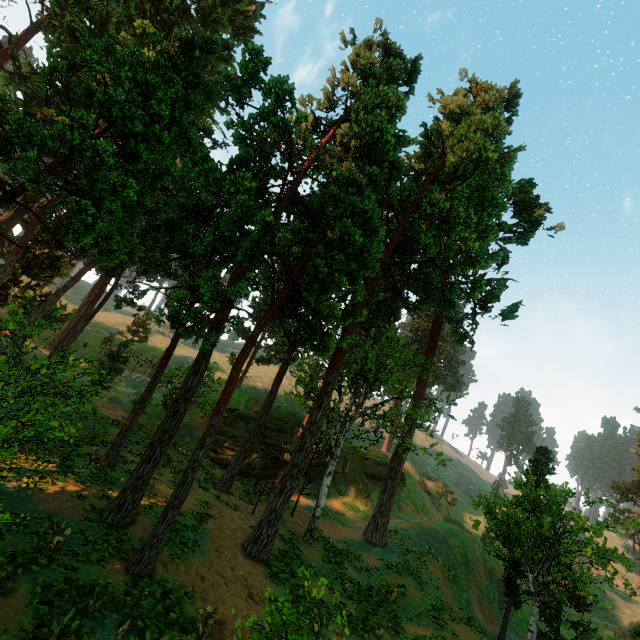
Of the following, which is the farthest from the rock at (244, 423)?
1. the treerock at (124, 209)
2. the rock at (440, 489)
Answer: the rock at (440, 489)

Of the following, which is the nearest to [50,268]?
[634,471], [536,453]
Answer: [536,453]

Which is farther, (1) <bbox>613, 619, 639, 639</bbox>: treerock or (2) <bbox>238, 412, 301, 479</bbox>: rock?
(2) <bbox>238, 412, 301, 479</bbox>: rock

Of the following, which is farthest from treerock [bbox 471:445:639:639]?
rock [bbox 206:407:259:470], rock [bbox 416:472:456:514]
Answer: rock [bbox 416:472:456:514]

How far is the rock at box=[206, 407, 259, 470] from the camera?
32.59m

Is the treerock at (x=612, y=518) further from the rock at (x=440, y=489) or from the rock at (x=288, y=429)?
the rock at (x=440, y=489)

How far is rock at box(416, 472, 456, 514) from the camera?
50.72m

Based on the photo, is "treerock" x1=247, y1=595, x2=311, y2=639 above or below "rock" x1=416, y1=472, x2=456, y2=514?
below
